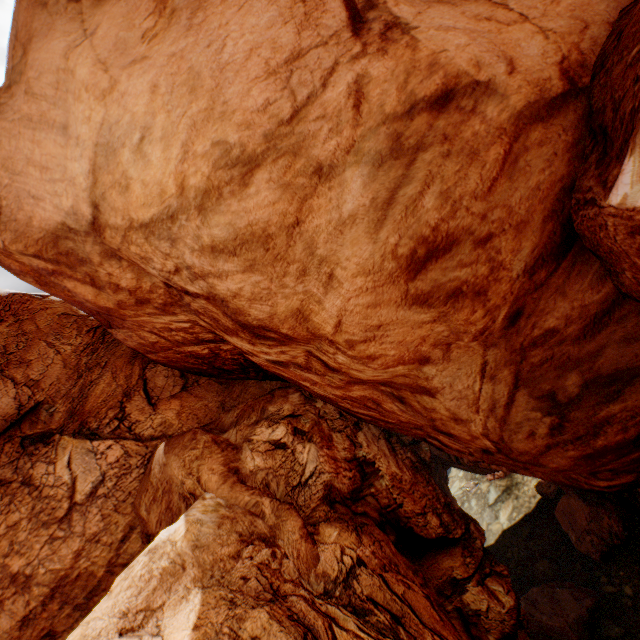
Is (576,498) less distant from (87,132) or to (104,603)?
(104,603)
